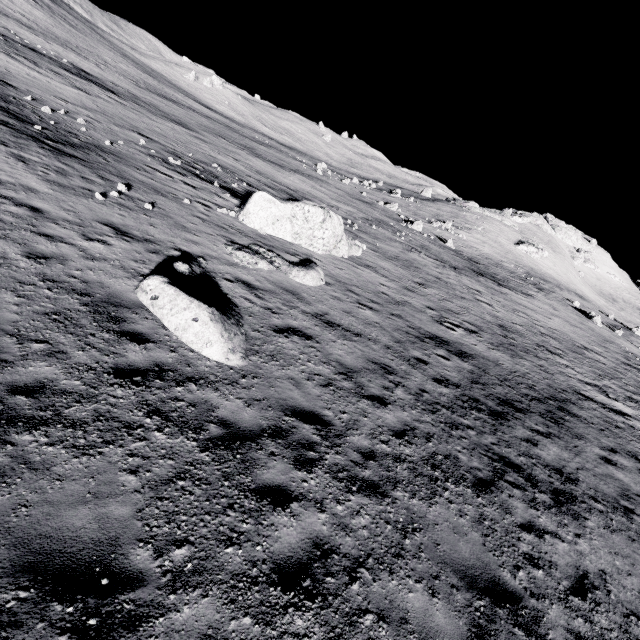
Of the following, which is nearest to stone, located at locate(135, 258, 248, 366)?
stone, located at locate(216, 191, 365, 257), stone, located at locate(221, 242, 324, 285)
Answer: stone, located at locate(221, 242, 324, 285)

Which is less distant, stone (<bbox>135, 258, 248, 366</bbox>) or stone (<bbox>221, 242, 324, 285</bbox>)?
stone (<bbox>135, 258, 248, 366</bbox>)

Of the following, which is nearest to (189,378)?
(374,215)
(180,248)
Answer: (180,248)

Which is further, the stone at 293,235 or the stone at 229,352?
the stone at 293,235

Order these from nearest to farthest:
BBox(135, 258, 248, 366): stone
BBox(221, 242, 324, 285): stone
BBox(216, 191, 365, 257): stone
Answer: BBox(135, 258, 248, 366): stone < BBox(221, 242, 324, 285): stone < BBox(216, 191, 365, 257): stone

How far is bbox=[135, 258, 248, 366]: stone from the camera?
6.9m

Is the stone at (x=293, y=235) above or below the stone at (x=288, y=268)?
above
